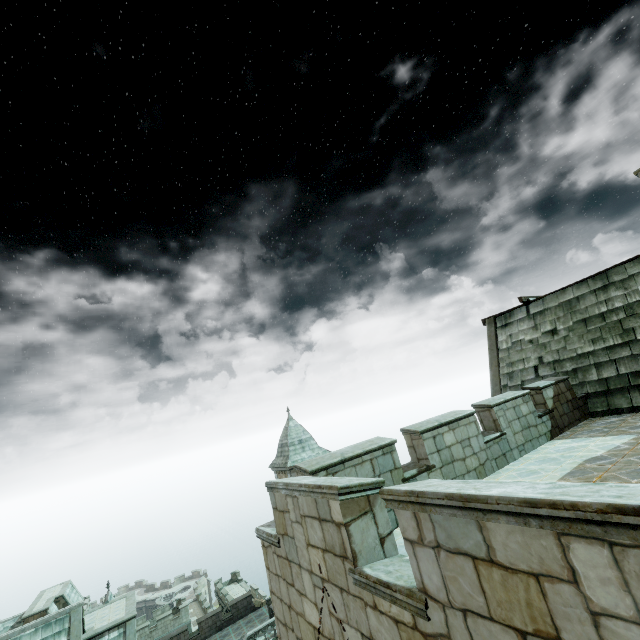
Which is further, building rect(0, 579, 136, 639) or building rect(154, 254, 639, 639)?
building rect(0, 579, 136, 639)

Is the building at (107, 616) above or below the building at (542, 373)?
below

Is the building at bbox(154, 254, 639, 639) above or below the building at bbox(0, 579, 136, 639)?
above

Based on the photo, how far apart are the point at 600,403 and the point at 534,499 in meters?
14.1

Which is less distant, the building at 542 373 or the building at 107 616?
the building at 542 373
